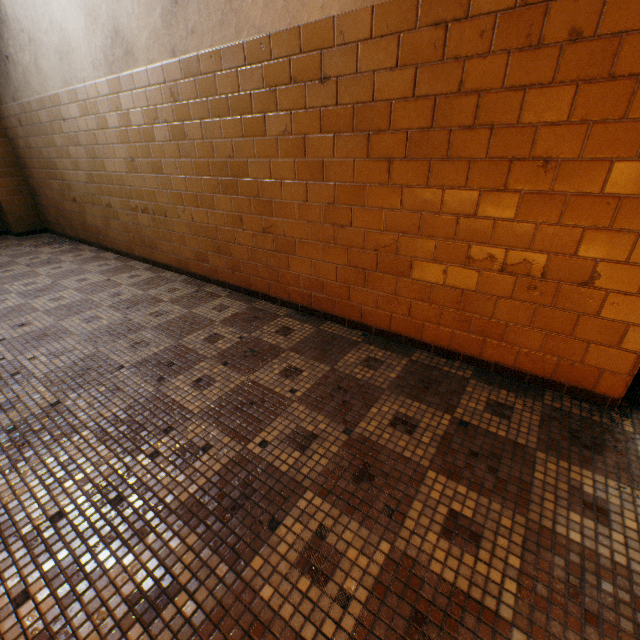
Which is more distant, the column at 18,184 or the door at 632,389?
the column at 18,184

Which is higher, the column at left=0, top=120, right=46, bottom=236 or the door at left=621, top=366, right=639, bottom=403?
the column at left=0, top=120, right=46, bottom=236

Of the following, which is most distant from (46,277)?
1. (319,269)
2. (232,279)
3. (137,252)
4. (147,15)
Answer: (319,269)

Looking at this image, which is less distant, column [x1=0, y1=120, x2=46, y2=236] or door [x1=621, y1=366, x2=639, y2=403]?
door [x1=621, y1=366, x2=639, y2=403]

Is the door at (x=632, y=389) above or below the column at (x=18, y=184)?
below
